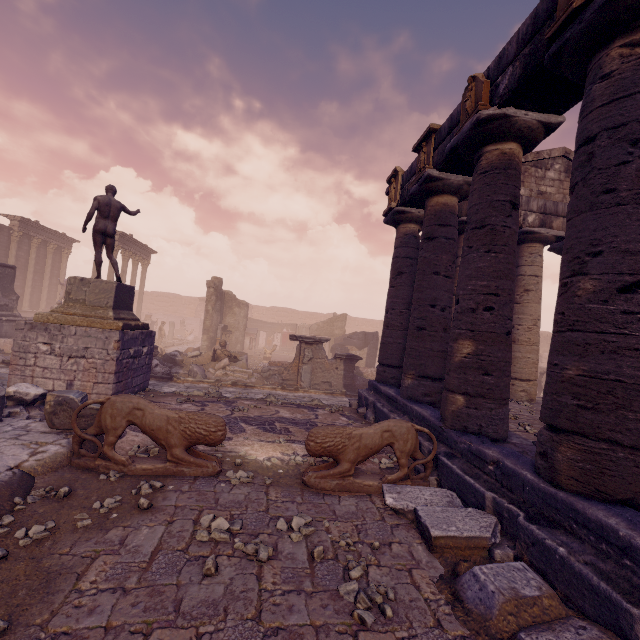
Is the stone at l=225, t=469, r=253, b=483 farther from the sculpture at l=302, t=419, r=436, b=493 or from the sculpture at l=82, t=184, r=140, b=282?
the sculpture at l=82, t=184, r=140, b=282

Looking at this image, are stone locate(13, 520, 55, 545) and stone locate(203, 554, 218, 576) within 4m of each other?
yes

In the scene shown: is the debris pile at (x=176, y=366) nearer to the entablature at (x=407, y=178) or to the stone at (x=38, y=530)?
the entablature at (x=407, y=178)

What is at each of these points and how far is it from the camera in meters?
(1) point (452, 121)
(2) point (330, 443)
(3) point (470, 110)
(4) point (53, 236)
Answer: (1) entablature, 6.9 m
(2) sculpture, 4.9 m
(3) relief sculpture, 5.9 m
(4) entablature, 25.7 m

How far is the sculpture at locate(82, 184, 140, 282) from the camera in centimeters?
891cm

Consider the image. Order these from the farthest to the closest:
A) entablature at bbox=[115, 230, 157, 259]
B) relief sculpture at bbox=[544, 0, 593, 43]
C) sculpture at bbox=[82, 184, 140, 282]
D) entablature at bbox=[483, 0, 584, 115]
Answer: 1. entablature at bbox=[115, 230, 157, 259]
2. sculpture at bbox=[82, 184, 140, 282]
3. entablature at bbox=[483, 0, 584, 115]
4. relief sculpture at bbox=[544, 0, 593, 43]

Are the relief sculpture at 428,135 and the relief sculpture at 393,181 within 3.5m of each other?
yes

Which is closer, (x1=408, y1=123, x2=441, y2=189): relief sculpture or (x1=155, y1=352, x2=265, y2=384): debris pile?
(x1=408, y1=123, x2=441, y2=189): relief sculpture
